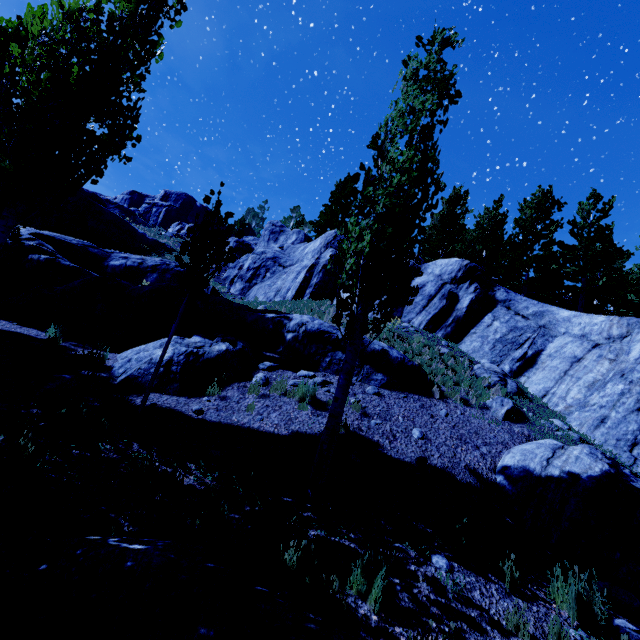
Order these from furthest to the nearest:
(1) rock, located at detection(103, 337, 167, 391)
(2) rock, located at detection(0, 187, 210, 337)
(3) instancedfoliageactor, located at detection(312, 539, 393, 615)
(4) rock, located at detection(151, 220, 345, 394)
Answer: (2) rock, located at detection(0, 187, 210, 337) < (4) rock, located at detection(151, 220, 345, 394) < (1) rock, located at detection(103, 337, 167, 391) < (3) instancedfoliageactor, located at detection(312, 539, 393, 615)

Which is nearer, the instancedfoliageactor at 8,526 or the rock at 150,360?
the instancedfoliageactor at 8,526

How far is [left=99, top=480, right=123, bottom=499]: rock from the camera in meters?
4.2 m

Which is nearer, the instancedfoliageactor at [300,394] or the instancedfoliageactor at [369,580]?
the instancedfoliageactor at [369,580]

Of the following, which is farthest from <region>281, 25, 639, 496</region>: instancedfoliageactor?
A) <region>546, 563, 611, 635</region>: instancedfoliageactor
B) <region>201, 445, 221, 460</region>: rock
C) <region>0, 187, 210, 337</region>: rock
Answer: <region>546, 563, 611, 635</region>: instancedfoliageactor

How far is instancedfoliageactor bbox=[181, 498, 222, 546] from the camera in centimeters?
369cm

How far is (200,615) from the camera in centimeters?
263cm

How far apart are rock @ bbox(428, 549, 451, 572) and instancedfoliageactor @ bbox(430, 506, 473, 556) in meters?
0.2 m
